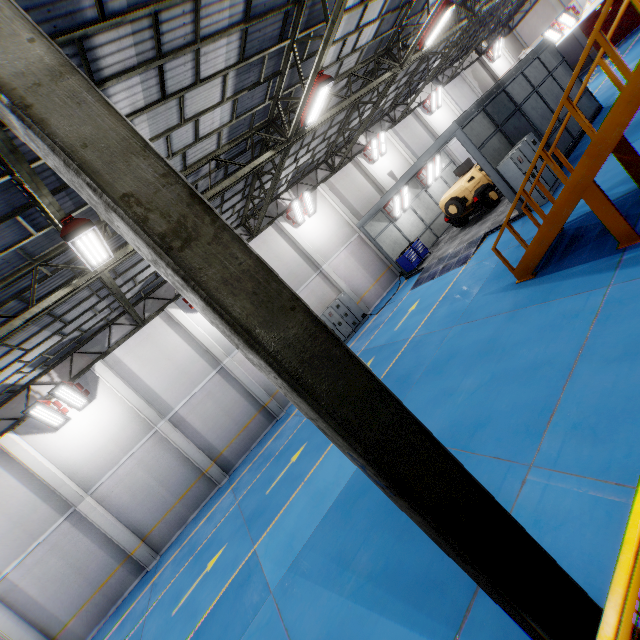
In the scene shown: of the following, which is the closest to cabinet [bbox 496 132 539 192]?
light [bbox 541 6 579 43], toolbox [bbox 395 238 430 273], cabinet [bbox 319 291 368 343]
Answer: toolbox [bbox 395 238 430 273]

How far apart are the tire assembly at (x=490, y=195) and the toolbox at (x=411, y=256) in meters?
3.8 m

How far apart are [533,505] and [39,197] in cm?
855

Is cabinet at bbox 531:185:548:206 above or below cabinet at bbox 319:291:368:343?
below

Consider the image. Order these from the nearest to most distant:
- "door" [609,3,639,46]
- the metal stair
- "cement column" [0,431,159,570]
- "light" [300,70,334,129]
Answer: the metal stair → "light" [300,70,334,129] → "cement column" [0,431,159,570] → "door" [609,3,639,46]

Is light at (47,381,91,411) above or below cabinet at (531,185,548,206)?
above

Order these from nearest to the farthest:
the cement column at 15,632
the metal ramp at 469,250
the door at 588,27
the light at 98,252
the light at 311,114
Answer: the light at 98,252
the light at 311,114
the cement column at 15,632
the metal ramp at 469,250
the door at 588,27

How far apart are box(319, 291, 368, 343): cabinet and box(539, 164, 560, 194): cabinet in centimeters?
951cm
